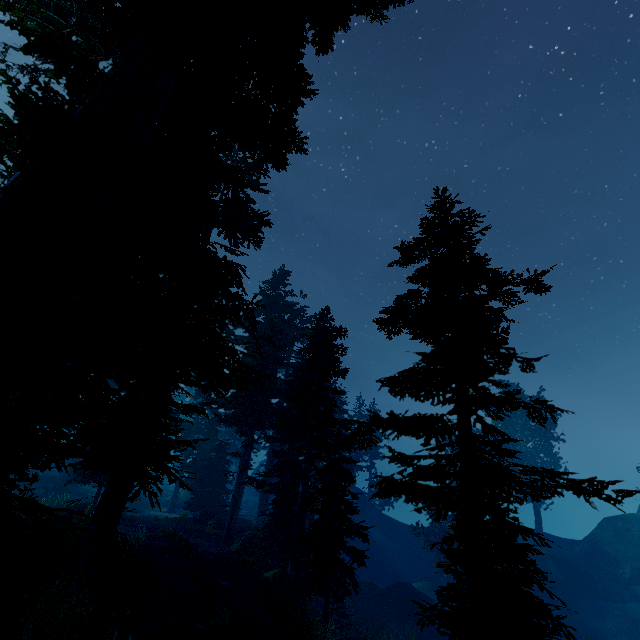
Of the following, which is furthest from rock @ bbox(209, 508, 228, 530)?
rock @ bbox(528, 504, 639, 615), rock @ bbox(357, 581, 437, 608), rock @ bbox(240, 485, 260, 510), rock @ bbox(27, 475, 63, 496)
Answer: rock @ bbox(27, 475, 63, 496)

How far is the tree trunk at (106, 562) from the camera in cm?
880

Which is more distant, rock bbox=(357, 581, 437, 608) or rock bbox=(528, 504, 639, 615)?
rock bbox=(528, 504, 639, 615)

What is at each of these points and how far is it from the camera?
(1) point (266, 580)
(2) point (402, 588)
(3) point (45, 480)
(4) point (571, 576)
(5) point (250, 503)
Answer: (1) rock, 16.3 meters
(2) rock, 30.9 meters
(3) rock, 30.3 meters
(4) rock, 32.9 meters
(5) rock, 46.1 meters

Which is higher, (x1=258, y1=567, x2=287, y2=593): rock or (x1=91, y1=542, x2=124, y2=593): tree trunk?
(x1=91, y1=542, x2=124, y2=593): tree trunk

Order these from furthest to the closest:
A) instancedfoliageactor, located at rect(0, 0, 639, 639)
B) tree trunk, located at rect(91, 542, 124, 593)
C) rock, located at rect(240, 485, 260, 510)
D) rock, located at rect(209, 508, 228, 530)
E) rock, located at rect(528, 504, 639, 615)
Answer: rock, located at rect(240, 485, 260, 510)
rock, located at rect(528, 504, 639, 615)
rock, located at rect(209, 508, 228, 530)
tree trunk, located at rect(91, 542, 124, 593)
instancedfoliageactor, located at rect(0, 0, 639, 639)

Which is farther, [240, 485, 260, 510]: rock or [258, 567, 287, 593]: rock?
[240, 485, 260, 510]: rock

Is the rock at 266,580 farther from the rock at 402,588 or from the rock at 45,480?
the rock at 45,480
